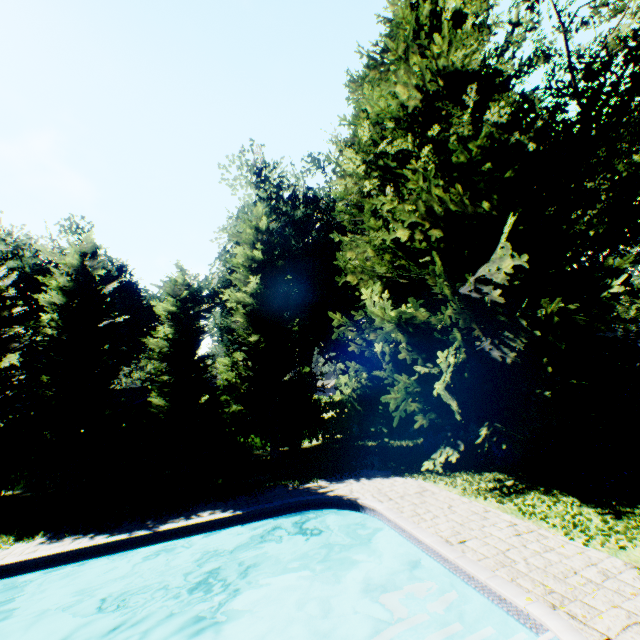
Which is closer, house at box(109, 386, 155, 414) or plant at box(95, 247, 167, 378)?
house at box(109, 386, 155, 414)

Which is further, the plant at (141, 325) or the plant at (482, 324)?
the plant at (141, 325)

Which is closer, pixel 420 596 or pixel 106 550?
pixel 420 596

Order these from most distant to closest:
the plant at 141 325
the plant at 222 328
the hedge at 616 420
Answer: the plant at 141 325, the plant at 222 328, the hedge at 616 420

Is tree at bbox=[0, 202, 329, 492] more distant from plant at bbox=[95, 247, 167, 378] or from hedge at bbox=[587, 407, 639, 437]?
hedge at bbox=[587, 407, 639, 437]

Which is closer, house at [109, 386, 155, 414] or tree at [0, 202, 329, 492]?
tree at [0, 202, 329, 492]

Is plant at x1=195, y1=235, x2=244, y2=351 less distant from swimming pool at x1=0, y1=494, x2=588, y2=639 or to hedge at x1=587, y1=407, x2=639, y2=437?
hedge at x1=587, y1=407, x2=639, y2=437
